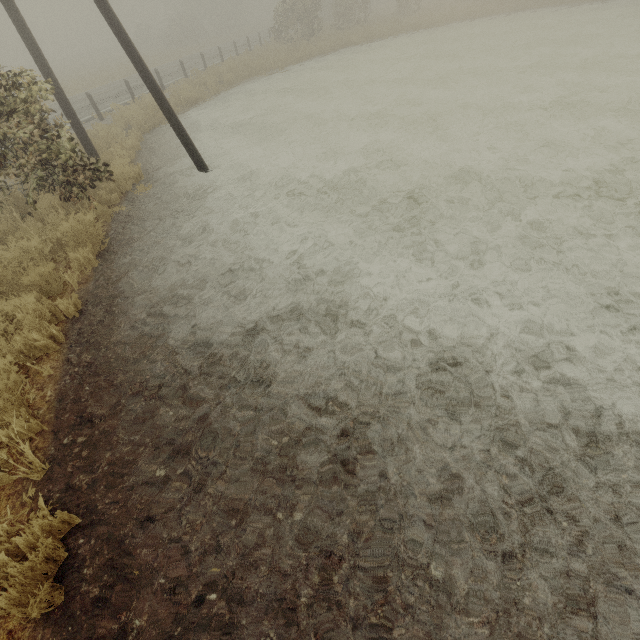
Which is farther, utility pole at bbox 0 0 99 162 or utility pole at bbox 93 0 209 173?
utility pole at bbox 0 0 99 162

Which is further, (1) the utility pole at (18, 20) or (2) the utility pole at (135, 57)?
(1) the utility pole at (18, 20)

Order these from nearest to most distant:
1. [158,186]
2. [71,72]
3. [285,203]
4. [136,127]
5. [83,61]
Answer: [285,203] < [158,186] < [136,127] < [71,72] < [83,61]
